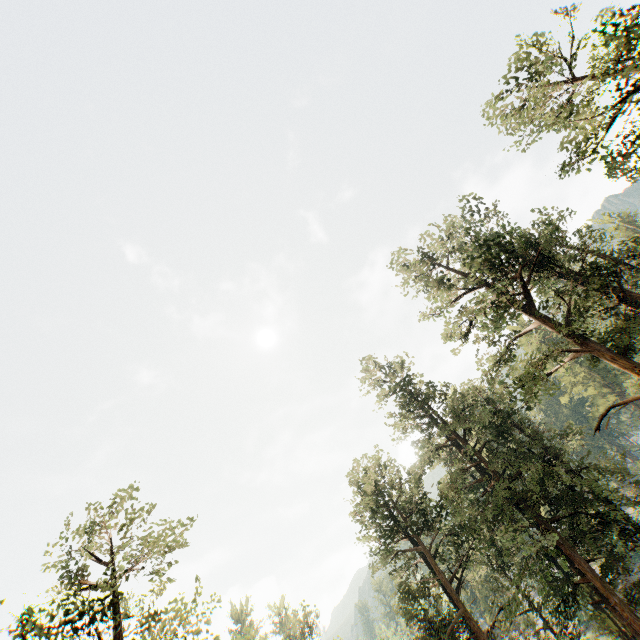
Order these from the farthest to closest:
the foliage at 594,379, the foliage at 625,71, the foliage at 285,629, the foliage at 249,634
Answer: the foliage at 285,629 → the foliage at 594,379 → the foliage at 249,634 → the foliage at 625,71

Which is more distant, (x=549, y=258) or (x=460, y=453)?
(x=460, y=453)

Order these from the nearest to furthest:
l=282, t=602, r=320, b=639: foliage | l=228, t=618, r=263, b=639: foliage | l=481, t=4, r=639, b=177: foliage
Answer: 1. l=481, t=4, r=639, b=177: foliage
2. l=228, t=618, r=263, b=639: foliage
3. l=282, t=602, r=320, b=639: foliage

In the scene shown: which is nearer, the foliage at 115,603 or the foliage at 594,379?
the foliage at 115,603

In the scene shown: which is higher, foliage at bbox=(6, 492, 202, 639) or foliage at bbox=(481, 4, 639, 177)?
foliage at bbox=(481, 4, 639, 177)

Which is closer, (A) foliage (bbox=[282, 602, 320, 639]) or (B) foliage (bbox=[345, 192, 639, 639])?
(B) foliage (bbox=[345, 192, 639, 639])
